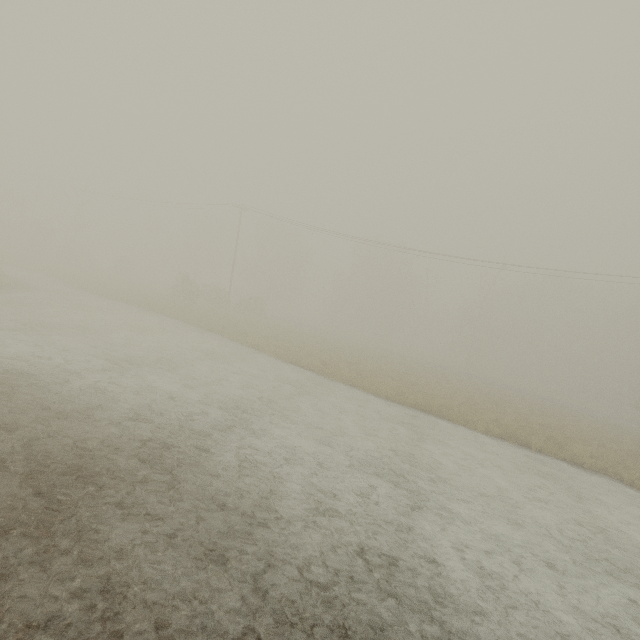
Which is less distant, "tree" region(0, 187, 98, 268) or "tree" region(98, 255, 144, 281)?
"tree" region(0, 187, 98, 268)

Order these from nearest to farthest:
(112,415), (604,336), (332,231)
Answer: (112,415), (332,231), (604,336)

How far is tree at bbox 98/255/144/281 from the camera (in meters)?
47.28

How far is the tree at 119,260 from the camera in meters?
47.3 m

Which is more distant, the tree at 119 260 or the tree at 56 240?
the tree at 119 260
